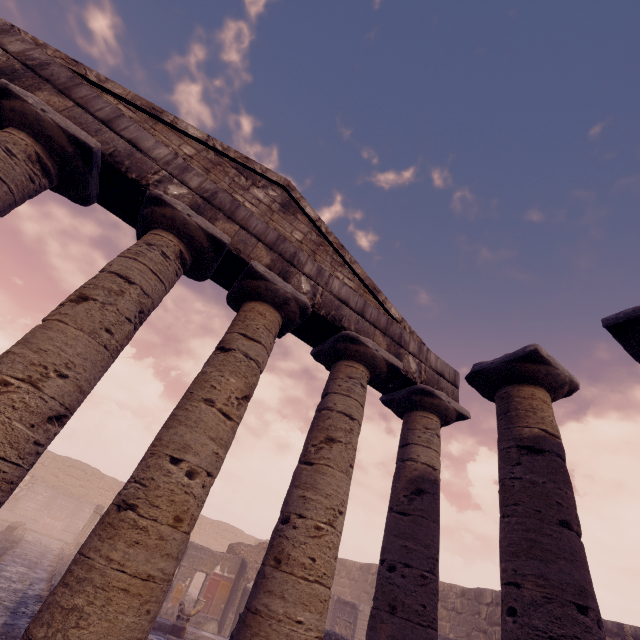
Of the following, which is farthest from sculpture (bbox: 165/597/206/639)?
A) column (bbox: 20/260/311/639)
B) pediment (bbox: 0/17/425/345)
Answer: pediment (bbox: 0/17/425/345)

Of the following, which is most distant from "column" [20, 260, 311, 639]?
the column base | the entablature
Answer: the column base

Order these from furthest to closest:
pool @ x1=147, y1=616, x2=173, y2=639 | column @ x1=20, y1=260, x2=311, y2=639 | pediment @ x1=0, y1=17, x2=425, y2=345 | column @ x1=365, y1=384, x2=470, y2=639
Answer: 1. pool @ x1=147, y1=616, x2=173, y2=639
2. pediment @ x1=0, y1=17, x2=425, y2=345
3. column @ x1=365, y1=384, x2=470, y2=639
4. column @ x1=20, y1=260, x2=311, y2=639

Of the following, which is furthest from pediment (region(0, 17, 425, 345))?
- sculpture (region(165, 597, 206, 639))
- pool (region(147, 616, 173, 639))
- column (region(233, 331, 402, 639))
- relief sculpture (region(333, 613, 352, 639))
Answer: relief sculpture (region(333, 613, 352, 639))

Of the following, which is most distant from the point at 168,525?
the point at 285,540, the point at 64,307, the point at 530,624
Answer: the point at 530,624

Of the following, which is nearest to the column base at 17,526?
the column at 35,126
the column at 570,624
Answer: the column at 35,126

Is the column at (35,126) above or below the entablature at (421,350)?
below

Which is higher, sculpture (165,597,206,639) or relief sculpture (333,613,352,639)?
relief sculpture (333,613,352,639)
